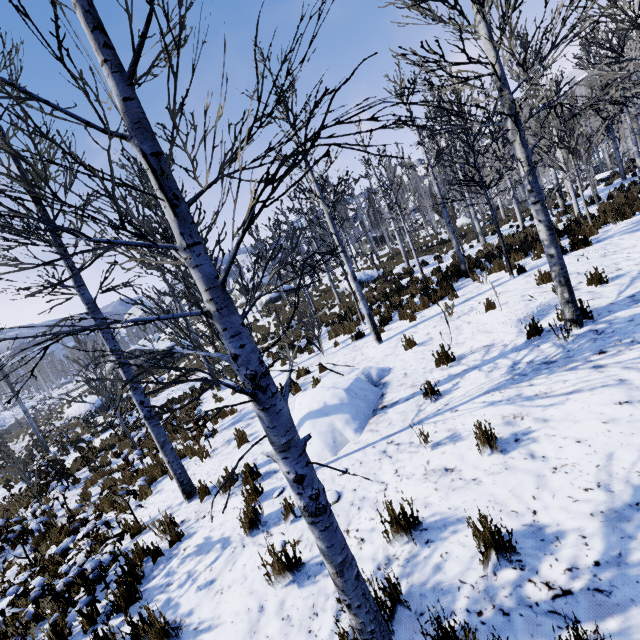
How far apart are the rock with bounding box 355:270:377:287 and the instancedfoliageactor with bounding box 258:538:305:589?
22.61m

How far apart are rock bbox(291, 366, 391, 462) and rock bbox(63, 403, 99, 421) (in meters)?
23.66

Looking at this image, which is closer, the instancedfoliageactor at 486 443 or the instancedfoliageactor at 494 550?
the instancedfoliageactor at 494 550

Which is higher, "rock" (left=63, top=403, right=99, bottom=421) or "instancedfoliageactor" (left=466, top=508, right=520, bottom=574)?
"instancedfoliageactor" (left=466, top=508, right=520, bottom=574)

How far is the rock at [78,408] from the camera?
23.3m

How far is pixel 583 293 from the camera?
5.7 meters

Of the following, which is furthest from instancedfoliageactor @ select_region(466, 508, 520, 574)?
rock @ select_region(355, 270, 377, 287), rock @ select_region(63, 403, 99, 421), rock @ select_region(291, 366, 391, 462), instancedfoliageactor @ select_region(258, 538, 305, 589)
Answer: rock @ select_region(63, 403, 99, 421)

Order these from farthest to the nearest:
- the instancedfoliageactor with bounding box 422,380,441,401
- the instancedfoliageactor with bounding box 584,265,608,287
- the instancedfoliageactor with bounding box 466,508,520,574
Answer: the instancedfoliageactor with bounding box 584,265,608,287, the instancedfoliageactor with bounding box 422,380,441,401, the instancedfoliageactor with bounding box 466,508,520,574
